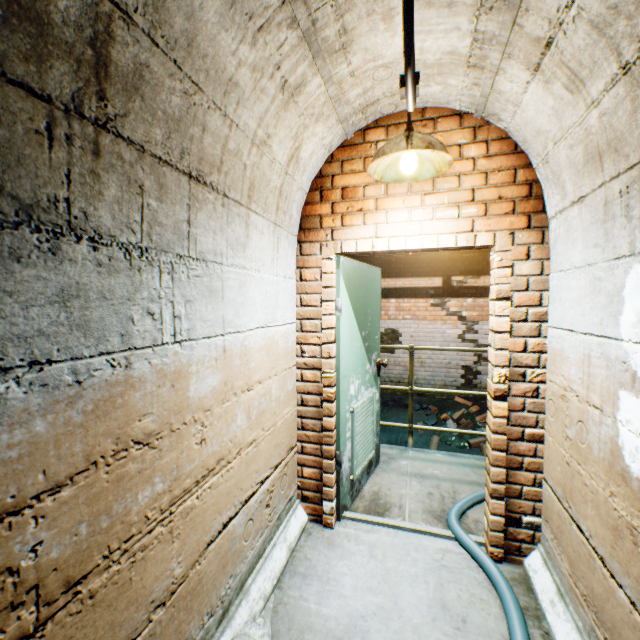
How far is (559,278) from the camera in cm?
187

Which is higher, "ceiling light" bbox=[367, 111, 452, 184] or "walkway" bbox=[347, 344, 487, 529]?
"ceiling light" bbox=[367, 111, 452, 184]

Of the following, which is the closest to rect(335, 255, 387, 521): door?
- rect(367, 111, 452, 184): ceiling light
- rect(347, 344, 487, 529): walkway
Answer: rect(347, 344, 487, 529): walkway

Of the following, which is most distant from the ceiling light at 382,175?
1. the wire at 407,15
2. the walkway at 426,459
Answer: the walkway at 426,459

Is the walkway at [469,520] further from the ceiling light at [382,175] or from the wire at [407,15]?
the wire at [407,15]

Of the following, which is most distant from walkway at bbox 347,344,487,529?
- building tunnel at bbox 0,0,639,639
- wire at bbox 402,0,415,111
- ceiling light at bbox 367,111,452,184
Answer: wire at bbox 402,0,415,111

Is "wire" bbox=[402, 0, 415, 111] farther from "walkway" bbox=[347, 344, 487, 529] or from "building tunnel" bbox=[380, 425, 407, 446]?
"walkway" bbox=[347, 344, 487, 529]

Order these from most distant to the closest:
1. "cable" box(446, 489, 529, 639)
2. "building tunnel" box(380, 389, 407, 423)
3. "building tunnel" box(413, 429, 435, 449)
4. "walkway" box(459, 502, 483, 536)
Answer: "building tunnel" box(380, 389, 407, 423) < "building tunnel" box(413, 429, 435, 449) < "walkway" box(459, 502, 483, 536) < "cable" box(446, 489, 529, 639)
